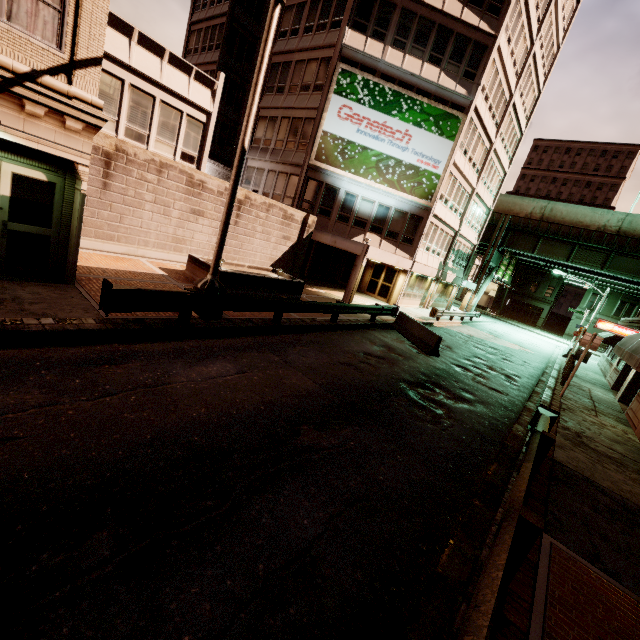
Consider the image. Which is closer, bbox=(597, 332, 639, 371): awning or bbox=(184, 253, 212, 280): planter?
bbox=(597, 332, 639, 371): awning

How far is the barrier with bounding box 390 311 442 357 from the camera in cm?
1452

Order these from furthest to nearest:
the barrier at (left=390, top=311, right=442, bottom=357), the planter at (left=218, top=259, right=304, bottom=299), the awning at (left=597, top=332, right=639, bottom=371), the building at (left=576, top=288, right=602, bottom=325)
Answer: the building at (left=576, top=288, right=602, bottom=325)
the barrier at (left=390, top=311, right=442, bottom=357)
the planter at (left=218, top=259, right=304, bottom=299)
the awning at (left=597, top=332, right=639, bottom=371)

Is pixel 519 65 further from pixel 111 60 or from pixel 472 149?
pixel 111 60

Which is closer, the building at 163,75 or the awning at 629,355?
the building at 163,75

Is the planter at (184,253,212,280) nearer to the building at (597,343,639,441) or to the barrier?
the barrier

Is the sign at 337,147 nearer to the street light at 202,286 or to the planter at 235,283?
the planter at 235,283

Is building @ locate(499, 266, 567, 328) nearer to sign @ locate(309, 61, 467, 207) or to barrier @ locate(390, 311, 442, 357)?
sign @ locate(309, 61, 467, 207)
